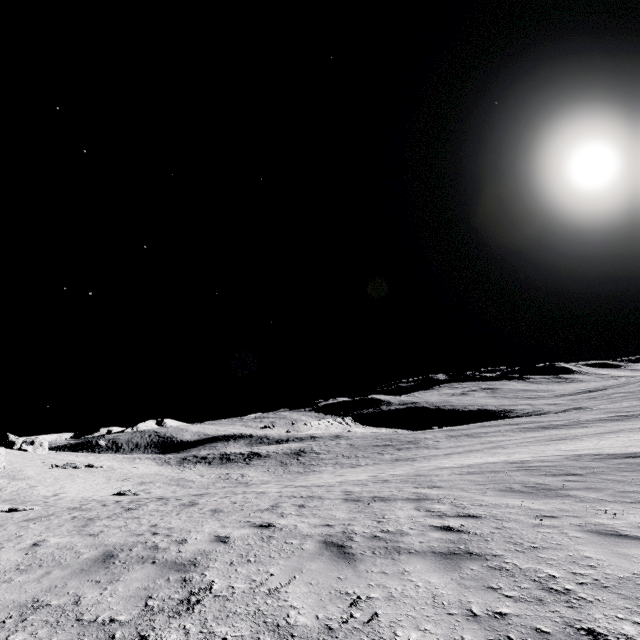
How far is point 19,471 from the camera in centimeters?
3397cm
